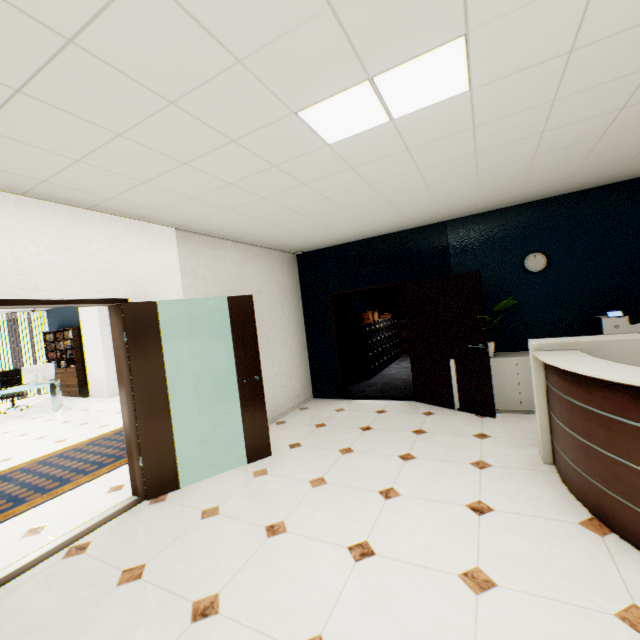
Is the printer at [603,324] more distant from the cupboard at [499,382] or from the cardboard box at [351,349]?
the cardboard box at [351,349]

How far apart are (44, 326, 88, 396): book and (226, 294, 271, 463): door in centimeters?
901cm

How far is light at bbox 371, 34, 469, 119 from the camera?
1.68m

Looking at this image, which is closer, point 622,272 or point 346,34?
point 346,34

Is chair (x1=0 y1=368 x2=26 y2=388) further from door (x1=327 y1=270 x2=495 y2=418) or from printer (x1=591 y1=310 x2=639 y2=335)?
printer (x1=591 y1=310 x2=639 y2=335)

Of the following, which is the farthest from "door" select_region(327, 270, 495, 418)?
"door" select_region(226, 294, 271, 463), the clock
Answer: "door" select_region(226, 294, 271, 463)

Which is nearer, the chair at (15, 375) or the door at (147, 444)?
the door at (147, 444)

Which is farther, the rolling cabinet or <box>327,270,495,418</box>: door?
<box>327,270,495,418</box>: door
